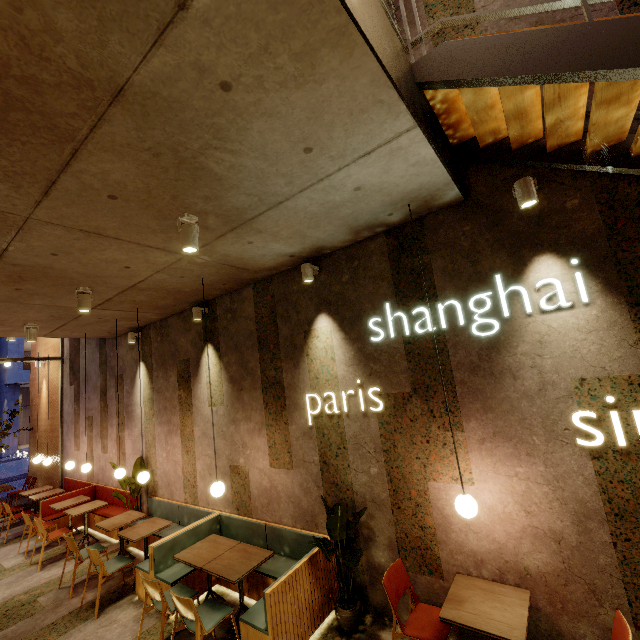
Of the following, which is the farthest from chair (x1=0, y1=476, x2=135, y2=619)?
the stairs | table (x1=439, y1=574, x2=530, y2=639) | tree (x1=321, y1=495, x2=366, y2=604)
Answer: the stairs

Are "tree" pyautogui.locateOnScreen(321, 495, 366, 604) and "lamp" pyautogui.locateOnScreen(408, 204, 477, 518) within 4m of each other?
yes

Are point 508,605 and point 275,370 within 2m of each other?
Result: no

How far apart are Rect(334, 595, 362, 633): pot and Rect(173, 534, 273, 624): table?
1.0 meters

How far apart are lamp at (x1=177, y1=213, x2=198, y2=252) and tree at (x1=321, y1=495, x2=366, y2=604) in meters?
3.1

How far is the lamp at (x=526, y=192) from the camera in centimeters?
294cm

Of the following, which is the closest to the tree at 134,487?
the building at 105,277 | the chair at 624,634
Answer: the building at 105,277

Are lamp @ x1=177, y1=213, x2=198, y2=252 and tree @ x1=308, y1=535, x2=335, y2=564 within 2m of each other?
no
